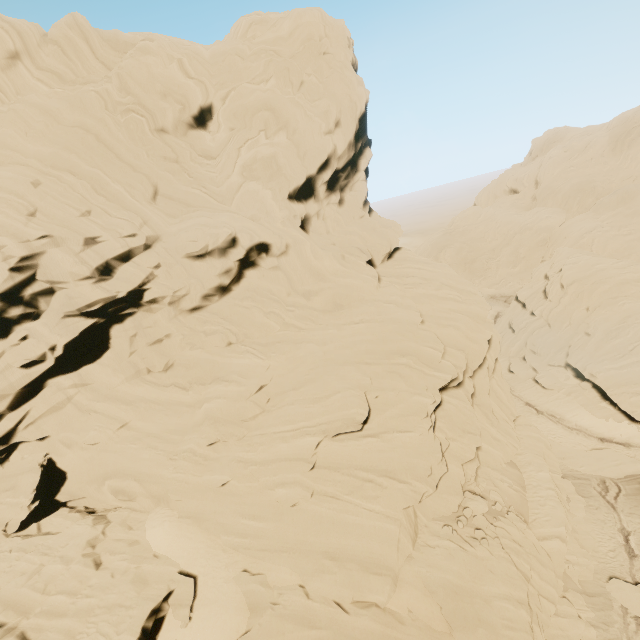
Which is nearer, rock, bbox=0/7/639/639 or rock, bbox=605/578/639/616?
rock, bbox=0/7/639/639

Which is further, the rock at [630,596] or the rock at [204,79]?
the rock at [630,596]

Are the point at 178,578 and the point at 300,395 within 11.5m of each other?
yes

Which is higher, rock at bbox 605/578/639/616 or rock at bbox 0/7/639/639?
rock at bbox 0/7/639/639

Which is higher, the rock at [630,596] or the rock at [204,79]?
the rock at [204,79]
